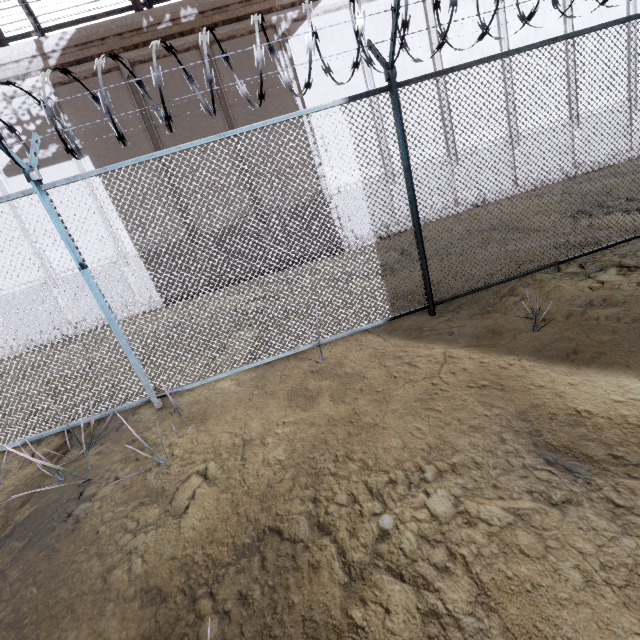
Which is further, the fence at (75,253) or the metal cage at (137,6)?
the metal cage at (137,6)

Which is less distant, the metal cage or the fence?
the fence

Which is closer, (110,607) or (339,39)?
(110,607)

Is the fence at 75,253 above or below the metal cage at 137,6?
below

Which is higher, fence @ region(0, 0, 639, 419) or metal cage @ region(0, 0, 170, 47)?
metal cage @ region(0, 0, 170, 47)
